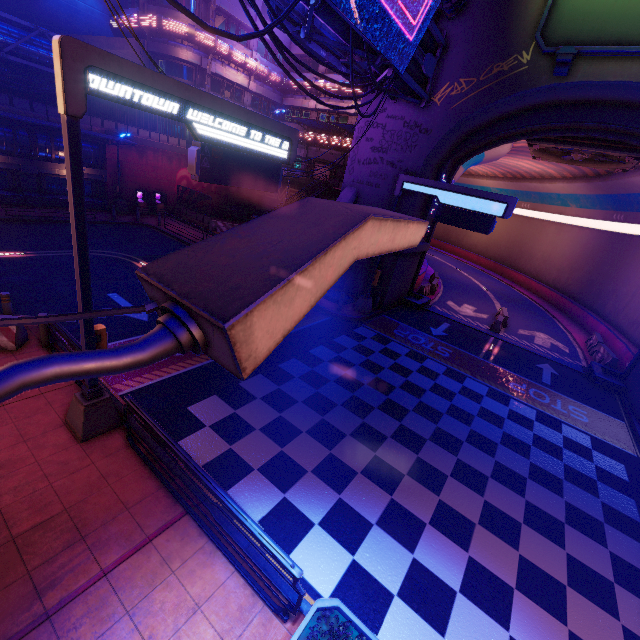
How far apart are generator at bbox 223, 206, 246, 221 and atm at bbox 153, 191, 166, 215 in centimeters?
644cm

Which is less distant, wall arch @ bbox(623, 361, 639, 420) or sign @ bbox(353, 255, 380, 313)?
wall arch @ bbox(623, 361, 639, 420)

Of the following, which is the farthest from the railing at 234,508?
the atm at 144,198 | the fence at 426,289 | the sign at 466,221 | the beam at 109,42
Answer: the beam at 109,42

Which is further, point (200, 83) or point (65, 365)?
point (200, 83)

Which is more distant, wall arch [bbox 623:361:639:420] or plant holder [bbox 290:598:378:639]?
wall arch [bbox 623:361:639:420]

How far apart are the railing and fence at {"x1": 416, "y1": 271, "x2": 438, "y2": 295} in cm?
2248

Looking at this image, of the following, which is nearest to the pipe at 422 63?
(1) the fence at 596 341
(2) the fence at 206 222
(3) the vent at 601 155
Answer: (3) the vent at 601 155

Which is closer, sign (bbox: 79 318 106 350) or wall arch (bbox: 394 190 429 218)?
sign (bbox: 79 318 106 350)
